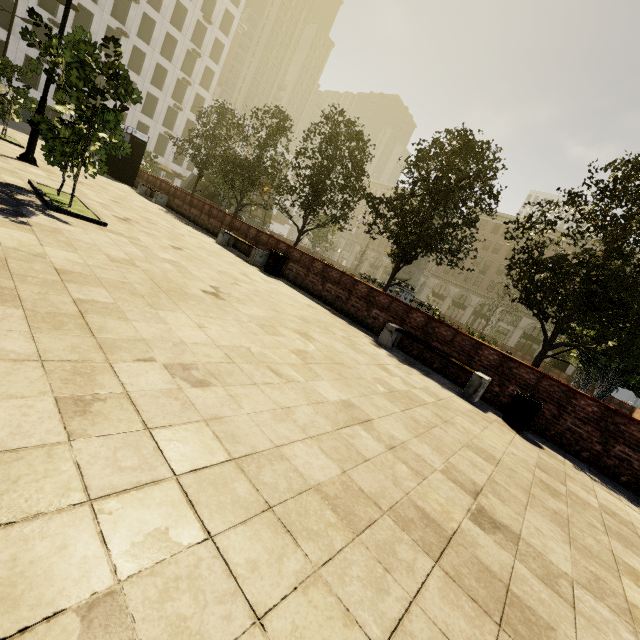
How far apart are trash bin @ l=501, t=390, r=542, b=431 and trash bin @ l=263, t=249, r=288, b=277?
8.1m

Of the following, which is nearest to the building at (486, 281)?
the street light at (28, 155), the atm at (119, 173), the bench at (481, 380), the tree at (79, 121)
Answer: the tree at (79, 121)

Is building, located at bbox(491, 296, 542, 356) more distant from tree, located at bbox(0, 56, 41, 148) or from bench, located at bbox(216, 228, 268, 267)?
bench, located at bbox(216, 228, 268, 267)

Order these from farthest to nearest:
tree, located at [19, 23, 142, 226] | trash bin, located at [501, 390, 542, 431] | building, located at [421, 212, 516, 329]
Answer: building, located at [421, 212, 516, 329], trash bin, located at [501, 390, 542, 431], tree, located at [19, 23, 142, 226]

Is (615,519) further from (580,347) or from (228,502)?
(580,347)

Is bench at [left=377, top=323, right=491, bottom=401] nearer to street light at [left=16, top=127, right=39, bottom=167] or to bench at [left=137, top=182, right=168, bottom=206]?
street light at [left=16, top=127, right=39, bottom=167]

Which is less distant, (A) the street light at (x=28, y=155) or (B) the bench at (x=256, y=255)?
(A) the street light at (x=28, y=155)

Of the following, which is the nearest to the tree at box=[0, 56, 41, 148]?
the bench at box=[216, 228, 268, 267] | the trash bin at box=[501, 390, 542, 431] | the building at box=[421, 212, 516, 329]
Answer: the building at box=[421, 212, 516, 329]
